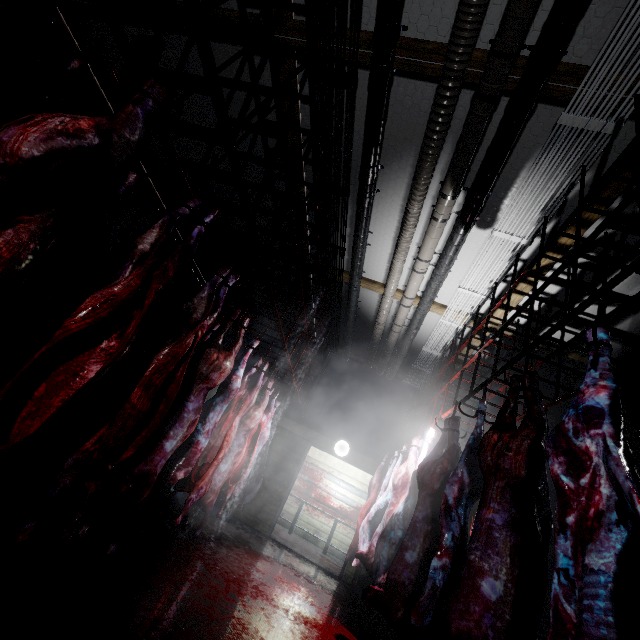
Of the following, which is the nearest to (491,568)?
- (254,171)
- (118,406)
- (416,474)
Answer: (416,474)

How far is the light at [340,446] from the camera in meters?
6.6

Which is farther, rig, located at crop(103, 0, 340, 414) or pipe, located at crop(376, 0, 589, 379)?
pipe, located at crop(376, 0, 589, 379)

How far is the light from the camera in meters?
6.6

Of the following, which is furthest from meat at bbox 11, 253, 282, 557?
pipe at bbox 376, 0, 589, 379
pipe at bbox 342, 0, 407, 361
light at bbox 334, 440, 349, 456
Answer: light at bbox 334, 440, 349, 456

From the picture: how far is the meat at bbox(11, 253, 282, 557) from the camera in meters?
1.8

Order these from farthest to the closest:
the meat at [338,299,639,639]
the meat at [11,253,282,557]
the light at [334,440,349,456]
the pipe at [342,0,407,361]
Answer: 1. the light at [334,440,349,456]
2. the pipe at [342,0,407,361]
3. the meat at [11,253,282,557]
4. the meat at [338,299,639,639]

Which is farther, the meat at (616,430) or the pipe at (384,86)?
the pipe at (384,86)
